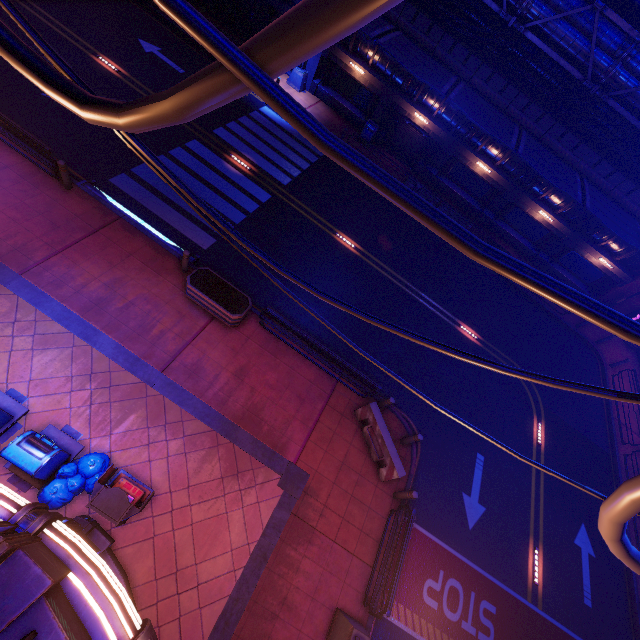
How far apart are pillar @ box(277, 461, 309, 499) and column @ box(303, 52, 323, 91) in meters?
23.2

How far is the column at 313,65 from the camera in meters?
20.4 m

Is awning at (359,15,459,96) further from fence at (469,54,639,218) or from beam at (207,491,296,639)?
beam at (207,491,296,639)

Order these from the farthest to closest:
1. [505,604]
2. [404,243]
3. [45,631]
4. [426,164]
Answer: [426,164]
[404,243]
[505,604]
[45,631]

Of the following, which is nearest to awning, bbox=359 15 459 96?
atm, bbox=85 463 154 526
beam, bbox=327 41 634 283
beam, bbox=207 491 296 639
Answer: beam, bbox=327 41 634 283

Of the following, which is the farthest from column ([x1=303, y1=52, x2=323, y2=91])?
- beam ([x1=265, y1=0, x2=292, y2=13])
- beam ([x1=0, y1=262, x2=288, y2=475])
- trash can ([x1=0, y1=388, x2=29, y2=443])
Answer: trash can ([x1=0, y1=388, x2=29, y2=443])

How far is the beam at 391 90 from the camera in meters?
19.8 m

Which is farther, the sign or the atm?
the sign
